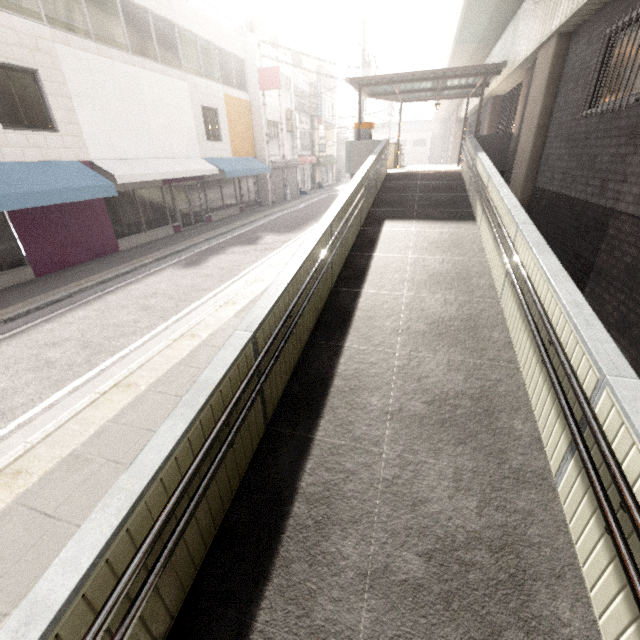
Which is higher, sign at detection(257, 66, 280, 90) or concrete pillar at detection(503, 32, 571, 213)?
sign at detection(257, 66, 280, 90)

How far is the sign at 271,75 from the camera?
18.3 meters

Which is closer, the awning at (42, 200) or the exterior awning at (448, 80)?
the awning at (42, 200)

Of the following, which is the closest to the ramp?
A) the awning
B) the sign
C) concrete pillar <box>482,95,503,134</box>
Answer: concrete pillar <box>482,95,503,134</box>

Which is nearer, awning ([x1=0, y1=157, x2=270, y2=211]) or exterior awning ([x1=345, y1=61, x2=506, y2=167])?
awning ([x1=0, y1=157, x2=270, y2=211])

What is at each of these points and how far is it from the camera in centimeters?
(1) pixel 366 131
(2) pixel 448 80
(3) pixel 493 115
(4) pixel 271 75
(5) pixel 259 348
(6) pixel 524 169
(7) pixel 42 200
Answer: (1) ticket machine, 1313cm
(2) exterior awning, 1259cm
(3) concrete pillar, 1545cm
(4) sign, 1842cm
(5) ramp, 321cm
(6) concrete pillar, 857cm
(7) awning, 816cm

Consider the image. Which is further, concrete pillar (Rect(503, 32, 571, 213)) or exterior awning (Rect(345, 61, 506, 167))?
exterior awning (Rect(345, 61, 506, 167))

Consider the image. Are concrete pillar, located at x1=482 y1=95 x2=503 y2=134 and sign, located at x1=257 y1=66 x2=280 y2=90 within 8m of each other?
no
